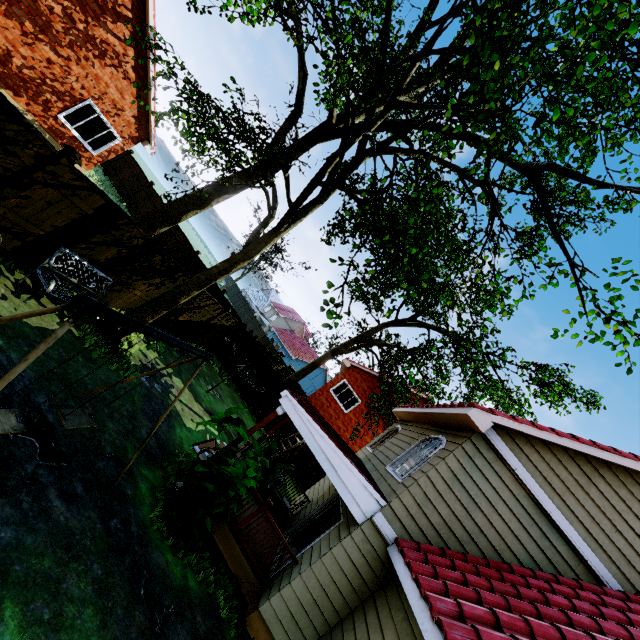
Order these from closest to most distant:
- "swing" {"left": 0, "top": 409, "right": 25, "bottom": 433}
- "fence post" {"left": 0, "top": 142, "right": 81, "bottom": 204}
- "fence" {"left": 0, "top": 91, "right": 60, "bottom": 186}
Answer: "swing" {"left": 0, "top": 409, "right": 25, "bottom": 433} < "fence" {"left": 0, "top": 91, "right": 60, "bottom": 186} < "fence post" {"left": 0, "top": 142, "right": 81, "bottom": 204}

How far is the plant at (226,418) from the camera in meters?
→ 6.5 m

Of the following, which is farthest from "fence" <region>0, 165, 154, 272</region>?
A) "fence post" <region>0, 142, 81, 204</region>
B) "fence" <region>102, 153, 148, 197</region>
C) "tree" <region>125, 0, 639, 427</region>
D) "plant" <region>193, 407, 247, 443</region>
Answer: "tree" <region>125, 0, 639, 427</region>

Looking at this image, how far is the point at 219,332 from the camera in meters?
16.4

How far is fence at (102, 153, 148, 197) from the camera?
22.2 meters

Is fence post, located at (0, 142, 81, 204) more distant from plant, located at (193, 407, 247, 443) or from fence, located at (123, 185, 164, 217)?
plant, located at (193, 407, 247, 443)

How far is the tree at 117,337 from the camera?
7.9 meters

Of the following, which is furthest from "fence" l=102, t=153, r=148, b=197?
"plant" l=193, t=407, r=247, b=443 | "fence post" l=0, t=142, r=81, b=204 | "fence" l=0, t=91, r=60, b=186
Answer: "plant" l=193, t=407, r=247, b=443
